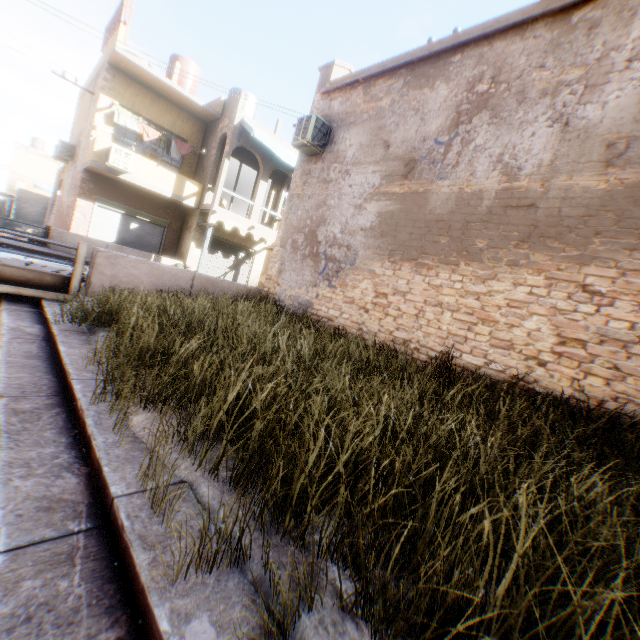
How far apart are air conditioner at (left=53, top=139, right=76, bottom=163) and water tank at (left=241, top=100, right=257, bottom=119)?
8.86m

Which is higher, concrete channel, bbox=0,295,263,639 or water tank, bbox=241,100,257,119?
water tank, bbox=241,100,257,119

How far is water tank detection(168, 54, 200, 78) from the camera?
17.1m

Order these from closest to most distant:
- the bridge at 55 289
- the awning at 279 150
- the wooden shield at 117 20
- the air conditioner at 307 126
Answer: the bridge at 55 289 → the air conditioner at 307 126 → the wooden shield at 117 20 → the awning at 279 150

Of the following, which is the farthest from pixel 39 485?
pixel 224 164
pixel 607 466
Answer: pixel 224 164

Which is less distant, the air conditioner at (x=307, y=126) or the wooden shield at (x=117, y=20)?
the air conditioner at (x=307, y=126)

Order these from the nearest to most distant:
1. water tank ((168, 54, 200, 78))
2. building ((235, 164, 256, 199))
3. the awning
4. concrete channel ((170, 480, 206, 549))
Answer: concrete channel ((170, 480, 206, 549)) < the awning < water tank ((168, 54, 200, 78)) < building ((235, 164, 256, 199))

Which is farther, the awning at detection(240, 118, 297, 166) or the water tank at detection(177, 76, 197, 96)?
the water tank at detection(177, 76, 197, 96)
